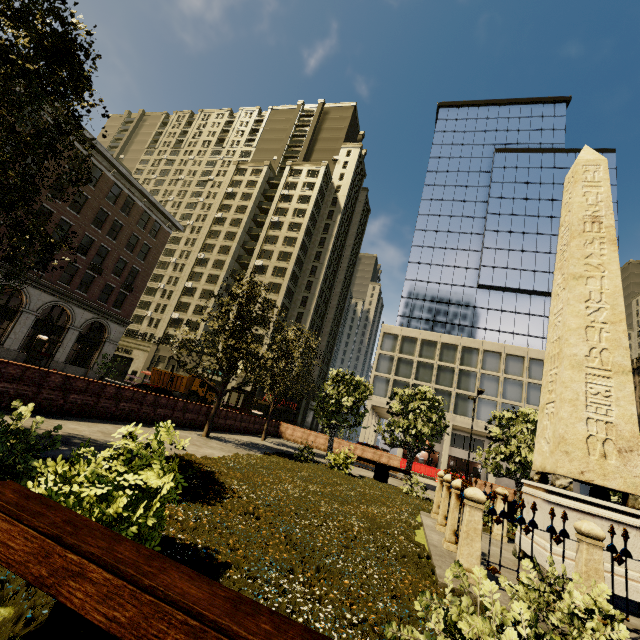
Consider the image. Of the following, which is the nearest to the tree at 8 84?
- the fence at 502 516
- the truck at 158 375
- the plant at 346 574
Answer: the plant at 346 574

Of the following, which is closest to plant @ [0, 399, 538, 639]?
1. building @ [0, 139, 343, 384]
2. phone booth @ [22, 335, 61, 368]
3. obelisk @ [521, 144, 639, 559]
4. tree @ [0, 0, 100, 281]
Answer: tree @ [0, 0, 100, 281]

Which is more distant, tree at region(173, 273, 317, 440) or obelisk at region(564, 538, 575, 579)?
tree at region(173, 273, 317, 440)

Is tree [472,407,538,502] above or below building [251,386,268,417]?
above

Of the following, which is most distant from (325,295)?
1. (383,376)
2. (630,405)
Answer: (630,405)

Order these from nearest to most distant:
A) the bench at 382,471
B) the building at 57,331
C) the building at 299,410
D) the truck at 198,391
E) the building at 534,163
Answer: the bench at 382,471
the building at 57,331
the truck at 198,391
the building at 534,163
the building at 299,410

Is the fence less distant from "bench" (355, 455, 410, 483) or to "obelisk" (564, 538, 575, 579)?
"obelisk" (564, 538, 575, 579)
